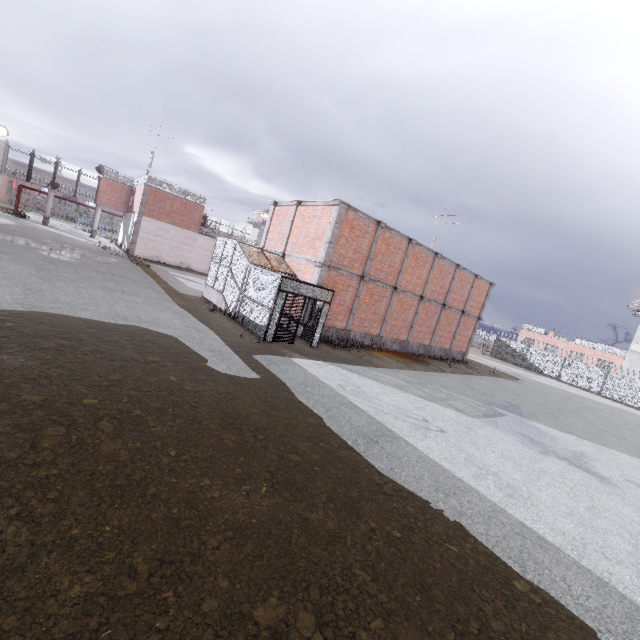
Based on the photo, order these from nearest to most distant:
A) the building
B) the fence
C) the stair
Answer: the stair < the fence < the building

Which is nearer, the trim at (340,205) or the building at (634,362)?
the trim at (340,205)

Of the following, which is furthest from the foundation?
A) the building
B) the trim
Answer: the building

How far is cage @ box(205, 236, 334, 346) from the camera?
13.71m

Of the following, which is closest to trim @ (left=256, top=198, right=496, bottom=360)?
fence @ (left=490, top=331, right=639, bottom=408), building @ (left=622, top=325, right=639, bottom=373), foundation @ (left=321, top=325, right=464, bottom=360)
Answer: foundation @ (left=321, top=325, right=464, bottom=360)

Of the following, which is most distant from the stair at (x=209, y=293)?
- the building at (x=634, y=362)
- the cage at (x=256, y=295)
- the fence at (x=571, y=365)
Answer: the building at (x=634, y=362)

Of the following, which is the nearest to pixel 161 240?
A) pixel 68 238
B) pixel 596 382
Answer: pixel 68 238

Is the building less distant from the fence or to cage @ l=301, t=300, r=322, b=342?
the fence
